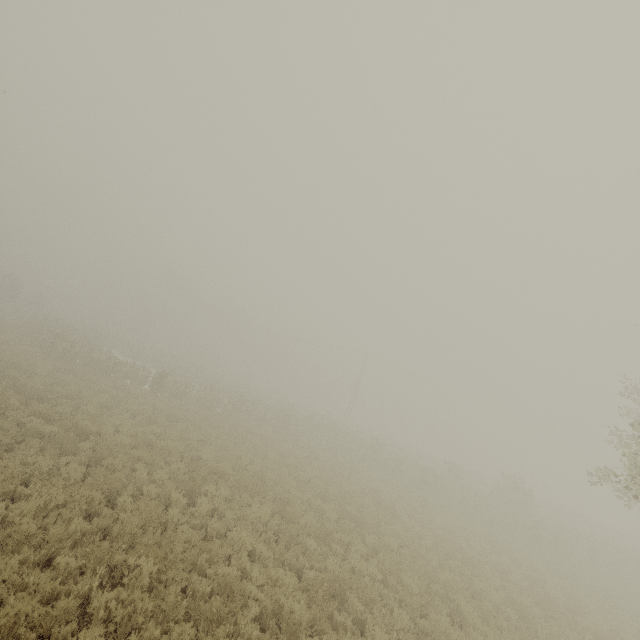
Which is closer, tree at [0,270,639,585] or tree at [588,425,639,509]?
tree at [588,425,639,509]

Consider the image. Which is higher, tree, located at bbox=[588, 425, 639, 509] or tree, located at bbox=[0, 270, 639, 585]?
tree, located at bbox=[588, 425, 639, 509]

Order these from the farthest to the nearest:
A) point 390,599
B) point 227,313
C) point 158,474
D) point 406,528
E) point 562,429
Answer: point 227,313 < point 562,429 < point 406,528 < point 158,474 < point 390,599

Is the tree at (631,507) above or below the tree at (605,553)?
above

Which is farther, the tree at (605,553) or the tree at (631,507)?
the tree at (605,553)
